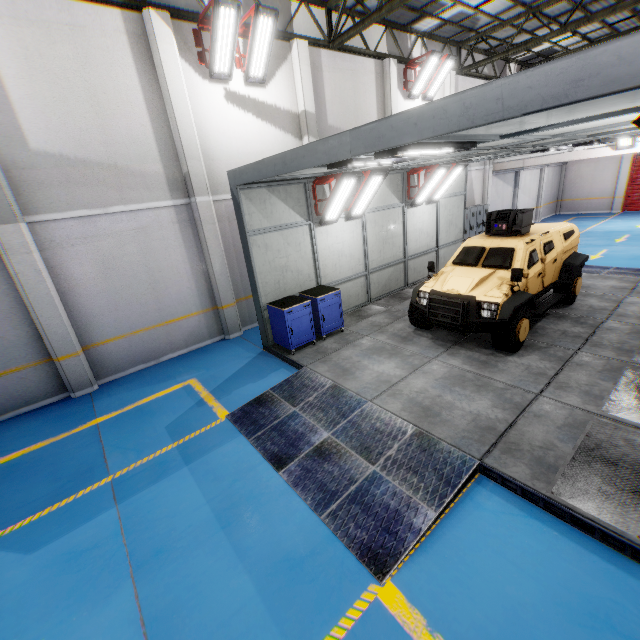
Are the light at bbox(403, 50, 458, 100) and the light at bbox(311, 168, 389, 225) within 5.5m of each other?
no

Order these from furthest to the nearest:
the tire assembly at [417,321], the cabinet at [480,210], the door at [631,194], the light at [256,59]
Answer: the door at [631,194], the cabinet at [480,210], the tire assembly at [417,321], the light at [256,59]

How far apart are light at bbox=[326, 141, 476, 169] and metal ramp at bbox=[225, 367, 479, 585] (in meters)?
3.94

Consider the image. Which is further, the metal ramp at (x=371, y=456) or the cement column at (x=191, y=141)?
the cement column at (x=191, y=141)

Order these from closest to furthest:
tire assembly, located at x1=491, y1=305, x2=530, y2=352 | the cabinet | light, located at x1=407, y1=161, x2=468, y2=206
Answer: tire assembly, located at x1=491, y1=305, x2=530, y2=352, light, located at x1=407, y1=161, x2=468, y2=206, the cabinet

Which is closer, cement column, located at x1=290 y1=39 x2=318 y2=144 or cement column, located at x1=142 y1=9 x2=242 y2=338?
cement column, located at x1=142 y1=9 x2=242 y2=338

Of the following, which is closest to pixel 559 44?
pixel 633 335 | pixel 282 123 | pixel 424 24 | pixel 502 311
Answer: pixel 424 24

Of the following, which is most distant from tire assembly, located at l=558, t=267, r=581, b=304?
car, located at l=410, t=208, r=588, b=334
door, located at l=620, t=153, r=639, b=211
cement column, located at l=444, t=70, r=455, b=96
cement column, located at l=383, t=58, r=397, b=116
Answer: door, located at l=620, t=153, r=639, b=211
